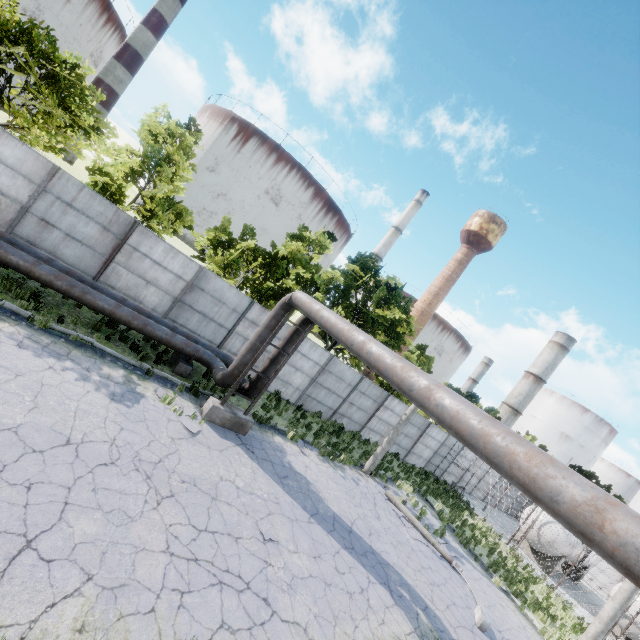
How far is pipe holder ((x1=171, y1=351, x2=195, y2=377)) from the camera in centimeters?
1217cm

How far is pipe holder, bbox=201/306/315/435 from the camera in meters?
10.8

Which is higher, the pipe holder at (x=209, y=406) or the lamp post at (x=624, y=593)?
the lamp post at (x=624, y=593)

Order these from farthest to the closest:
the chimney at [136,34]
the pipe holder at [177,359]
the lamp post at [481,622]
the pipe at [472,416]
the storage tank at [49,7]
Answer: the storage tank at [49,7] → the chimney at [136,34] → the pipe holder at [177,359] → the lamp post at [481,622] → the pipe at [472,416]

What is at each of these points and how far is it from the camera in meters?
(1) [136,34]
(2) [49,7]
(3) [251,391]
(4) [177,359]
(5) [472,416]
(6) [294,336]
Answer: (1) chimney, 54.3
(2) storage tank, 57.9
(3) pipe, 11.7
(4) pipe holder, 12.5
(5) pipe, 4.6
(6) pipe, 11.7

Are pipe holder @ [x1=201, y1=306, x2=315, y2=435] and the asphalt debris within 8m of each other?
yes

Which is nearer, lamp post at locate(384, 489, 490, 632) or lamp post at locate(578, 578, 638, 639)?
lamp post at locate(384, 489, 490, 632)

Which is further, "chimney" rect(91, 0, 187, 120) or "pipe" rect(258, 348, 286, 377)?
"chimney" rect(91, 0, 187, 120)
